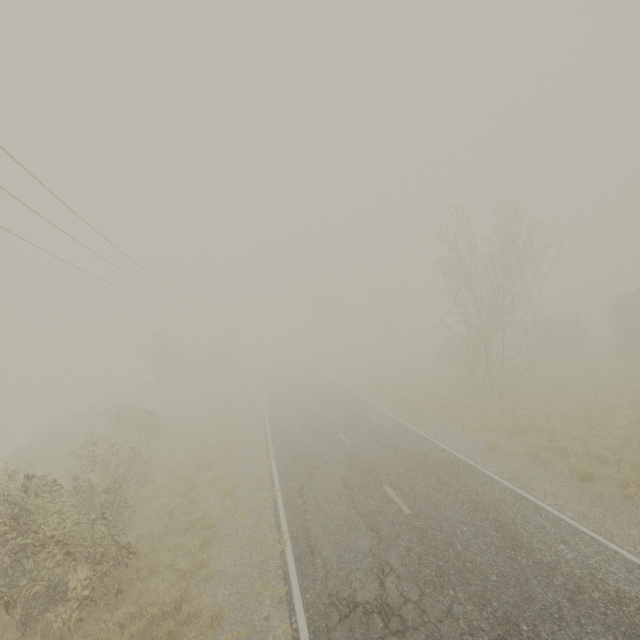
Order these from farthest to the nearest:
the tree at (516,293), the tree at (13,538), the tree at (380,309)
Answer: the tree at (380,309)
the tree at (516,293)
the tree at (13,538)

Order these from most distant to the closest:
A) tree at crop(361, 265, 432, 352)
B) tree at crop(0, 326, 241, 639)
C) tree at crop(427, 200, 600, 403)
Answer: tree at crop(361, 265, 432, 352) → tree at crop(427, 200, 600, 403) → tree at crop(0, 326, 241, 639)

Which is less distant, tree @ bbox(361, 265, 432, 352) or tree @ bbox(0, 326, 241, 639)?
tree @ bbox(0, 326, 241, 639)

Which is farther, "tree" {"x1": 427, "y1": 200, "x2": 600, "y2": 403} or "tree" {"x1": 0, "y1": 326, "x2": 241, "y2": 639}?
"tree" {"x1": 427, "y1": 200, "x2": 600, "y2": 403}

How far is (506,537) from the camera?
8.06m

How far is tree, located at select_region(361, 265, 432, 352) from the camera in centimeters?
4794cm

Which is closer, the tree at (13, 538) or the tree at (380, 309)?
the tree at (13, 538)
